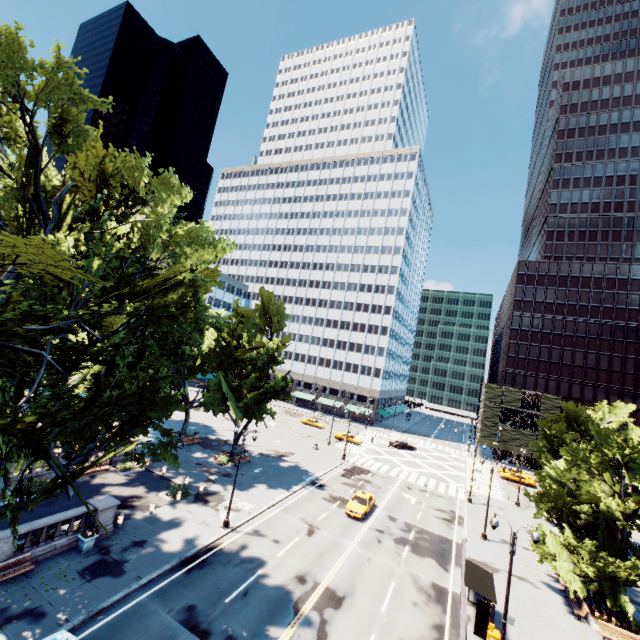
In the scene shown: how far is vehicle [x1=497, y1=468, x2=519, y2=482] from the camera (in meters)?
53.38

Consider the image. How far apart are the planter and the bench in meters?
31.4

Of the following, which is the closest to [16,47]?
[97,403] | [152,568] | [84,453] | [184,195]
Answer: [184,195]

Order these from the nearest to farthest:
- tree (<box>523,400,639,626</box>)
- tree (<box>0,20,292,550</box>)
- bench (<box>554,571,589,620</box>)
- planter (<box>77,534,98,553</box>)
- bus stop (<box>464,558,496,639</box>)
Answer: tree (<box>0,20,292,550</box>)
bus stop (<box>464,558,496,639</box>)
planter (<box>77,534,98,553</box>)
bench (<box>554,571,589,620</box>)
tree (<box>523,400,639,626</box>)

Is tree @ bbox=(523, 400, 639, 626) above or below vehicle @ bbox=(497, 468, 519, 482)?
above

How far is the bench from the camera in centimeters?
2150cm

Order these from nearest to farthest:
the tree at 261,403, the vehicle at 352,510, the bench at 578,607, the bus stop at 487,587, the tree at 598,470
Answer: the tree at 261,403, the bus stop at 487,587, the bench at 578,607, the tree at 598,470, the vehicle at 352,510

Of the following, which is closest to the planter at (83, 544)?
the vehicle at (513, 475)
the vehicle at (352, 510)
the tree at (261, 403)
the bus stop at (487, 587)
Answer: the tree at (261, 403)
